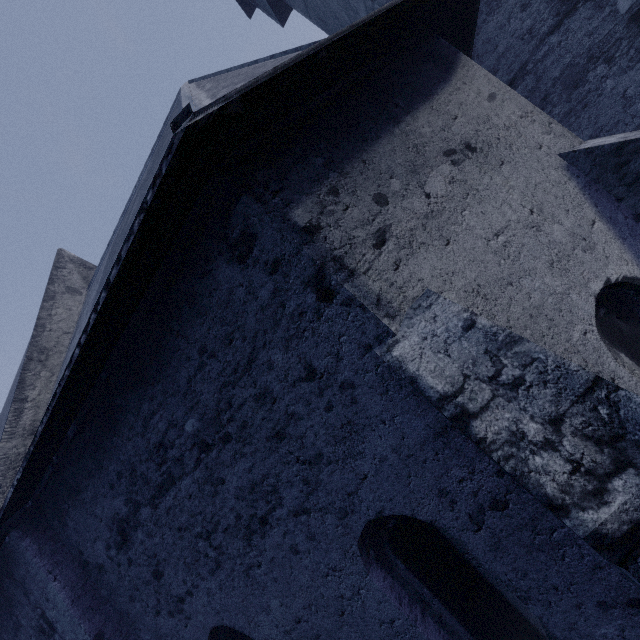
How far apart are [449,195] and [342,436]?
2.5 meters
